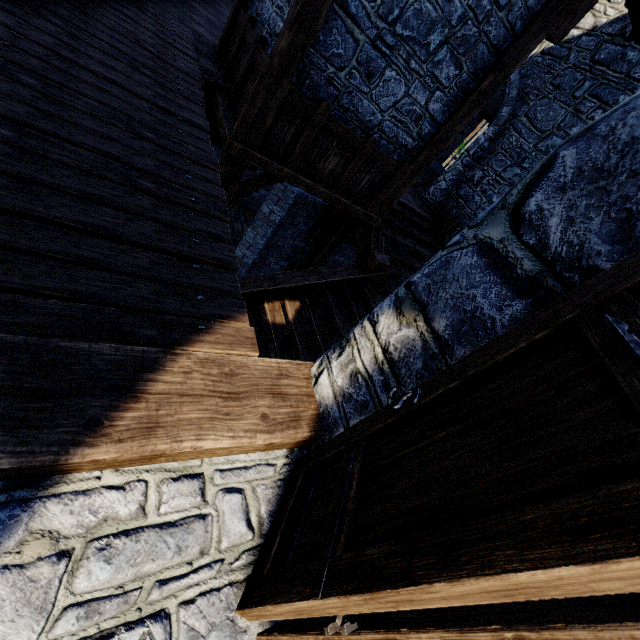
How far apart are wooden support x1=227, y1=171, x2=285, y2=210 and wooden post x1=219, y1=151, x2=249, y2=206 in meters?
0.1 m

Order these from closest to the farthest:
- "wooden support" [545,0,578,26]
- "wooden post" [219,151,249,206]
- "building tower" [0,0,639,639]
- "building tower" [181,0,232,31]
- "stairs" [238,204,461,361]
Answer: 1. "building tower" [0,0,639,639]
2. "wooden support" [545,0,578,26]
3. "wooden post" [219,151,249,206]
4. "stairs" [238,204,461,361]
5. "building tower" [181,0,232,31]

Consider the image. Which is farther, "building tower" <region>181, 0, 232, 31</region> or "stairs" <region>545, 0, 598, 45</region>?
"building tower" <region>181, 0, 232, 31</region>

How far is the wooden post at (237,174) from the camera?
4.90m

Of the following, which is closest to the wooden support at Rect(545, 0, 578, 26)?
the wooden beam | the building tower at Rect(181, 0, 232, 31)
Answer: the building tower at Rect(181, 0, 232, 31)

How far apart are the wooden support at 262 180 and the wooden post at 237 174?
0.1m

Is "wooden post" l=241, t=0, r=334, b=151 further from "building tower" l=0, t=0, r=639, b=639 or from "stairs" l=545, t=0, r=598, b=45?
"stairs" l=545, t=0, r=598, b=45

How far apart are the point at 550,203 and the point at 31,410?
2.3m
